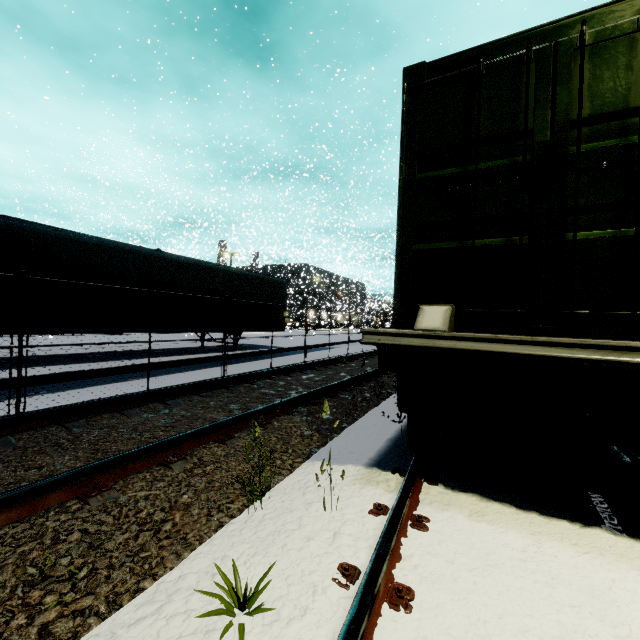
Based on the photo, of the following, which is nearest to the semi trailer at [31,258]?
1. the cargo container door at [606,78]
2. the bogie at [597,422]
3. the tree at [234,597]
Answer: the cargo container door at [606,78]

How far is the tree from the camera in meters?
1.5 m

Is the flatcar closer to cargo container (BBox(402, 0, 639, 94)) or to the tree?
cargo container (BBox(402, 0, 639, 94))

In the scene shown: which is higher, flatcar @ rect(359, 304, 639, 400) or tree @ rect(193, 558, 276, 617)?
flatcar @ rect(359, 304, 639, 400)

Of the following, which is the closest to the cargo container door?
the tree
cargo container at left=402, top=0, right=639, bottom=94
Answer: cargo container at left=402, top=0, right=639, bottom=94

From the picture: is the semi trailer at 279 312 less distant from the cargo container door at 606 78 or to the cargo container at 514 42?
the cargo container at 514 42

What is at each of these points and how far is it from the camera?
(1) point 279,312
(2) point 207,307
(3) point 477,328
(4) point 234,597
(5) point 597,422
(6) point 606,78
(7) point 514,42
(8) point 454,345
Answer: (1) semi trailer, 17.06m
(2) semi trailer, 12.98m
(3) cargo container, 2.91m
(4) tree, 1.64m
(5) bogie, 2.75m
(6) cargo container door, 2.54m
(7) cargo container, 2.83m
(8) flatcar, 2.57m

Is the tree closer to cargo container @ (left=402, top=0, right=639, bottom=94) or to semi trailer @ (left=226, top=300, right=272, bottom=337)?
cargo container @ (left=402, top=0, right=639, bottom=94)
